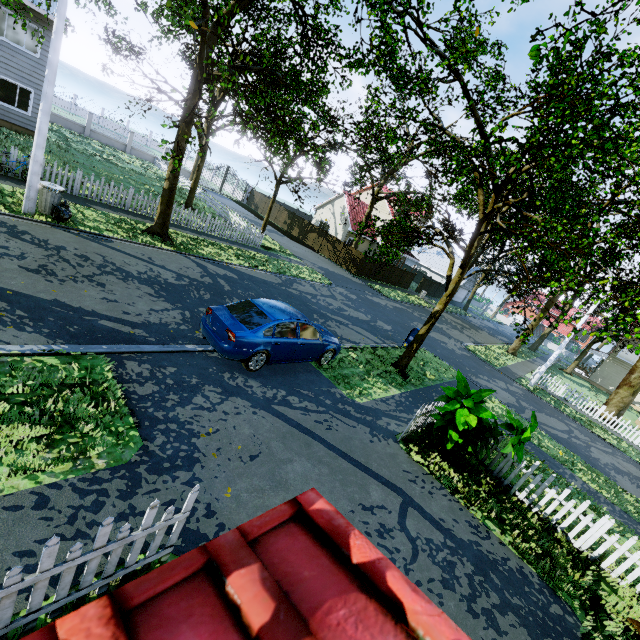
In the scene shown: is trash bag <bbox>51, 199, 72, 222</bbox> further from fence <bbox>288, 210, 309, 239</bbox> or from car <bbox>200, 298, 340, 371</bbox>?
car <bbox>200, 298, 340, 371</bbox>

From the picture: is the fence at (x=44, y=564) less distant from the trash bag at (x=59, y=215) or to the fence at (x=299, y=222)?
the fence at (x=299, y=222)

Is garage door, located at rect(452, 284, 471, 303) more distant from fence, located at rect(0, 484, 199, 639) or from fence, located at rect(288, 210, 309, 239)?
fence, located at rect(0, 484, 199, 639)

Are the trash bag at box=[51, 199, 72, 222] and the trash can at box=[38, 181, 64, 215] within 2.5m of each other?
yes

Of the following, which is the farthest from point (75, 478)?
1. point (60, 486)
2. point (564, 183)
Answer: point (564, 183)

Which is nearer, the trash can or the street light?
the street light

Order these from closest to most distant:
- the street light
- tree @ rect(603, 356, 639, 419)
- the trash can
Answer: the street light → the trash can → tree @ rect(603, 356, 639, 419)

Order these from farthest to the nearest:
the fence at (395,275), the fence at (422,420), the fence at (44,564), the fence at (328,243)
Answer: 1. the fence at (395,275)
2. the fence at (328,243)
3. the fence at (422,420)
4. the fence at (44,564)
